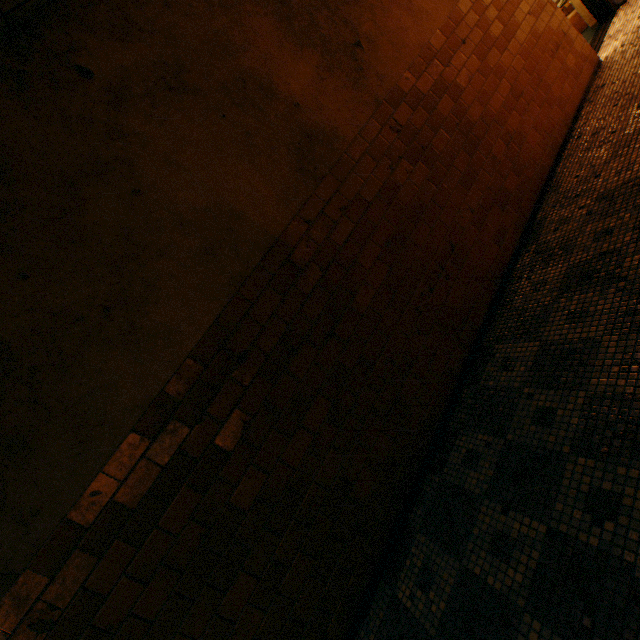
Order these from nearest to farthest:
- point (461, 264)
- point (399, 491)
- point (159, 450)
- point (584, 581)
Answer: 1. point (584, 581)
2. point (159, 450)
3. point (399, 491)
4. point (461, 264)

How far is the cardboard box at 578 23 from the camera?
5.64m

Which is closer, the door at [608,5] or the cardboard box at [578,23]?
the door at [608,5]

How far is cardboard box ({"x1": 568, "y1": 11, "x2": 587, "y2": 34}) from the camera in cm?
564

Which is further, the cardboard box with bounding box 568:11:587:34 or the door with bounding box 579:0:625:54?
the cardboard box with bounding box 568:11:587:34
